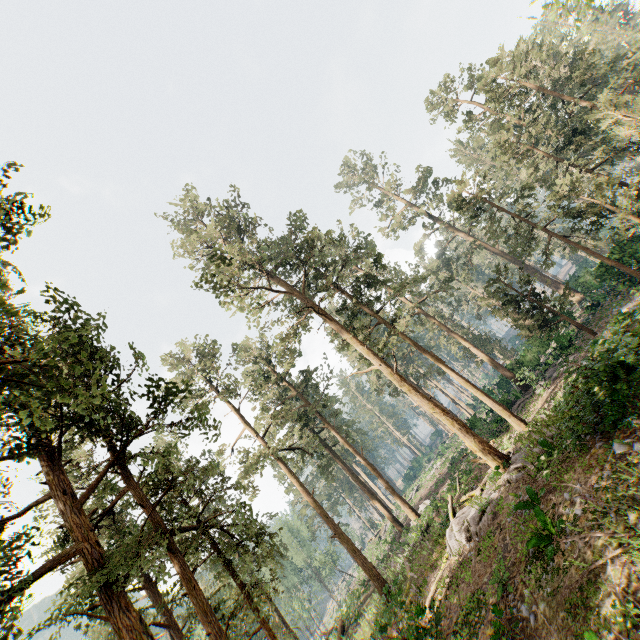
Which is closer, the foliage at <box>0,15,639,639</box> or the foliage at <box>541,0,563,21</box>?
the foliage at <box>0,15,639,639</box>

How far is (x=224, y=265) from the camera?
19.1m

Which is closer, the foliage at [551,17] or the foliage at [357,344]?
the foliage at [357,344]
